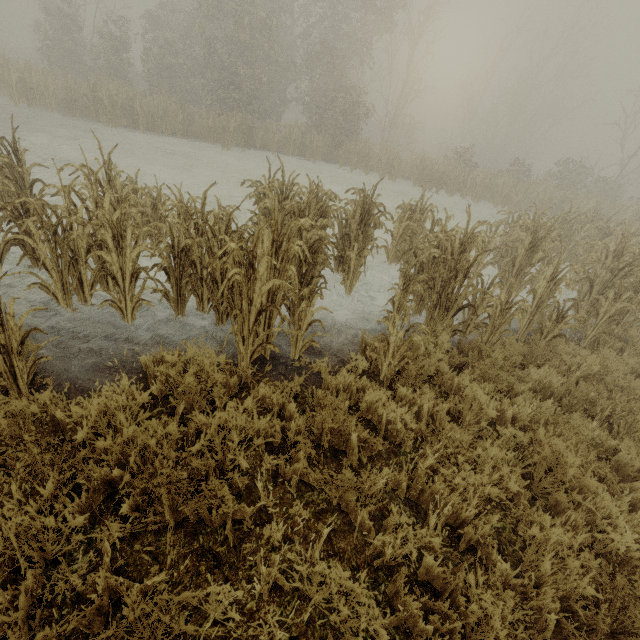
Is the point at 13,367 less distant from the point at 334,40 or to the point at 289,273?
the point at 289,273
